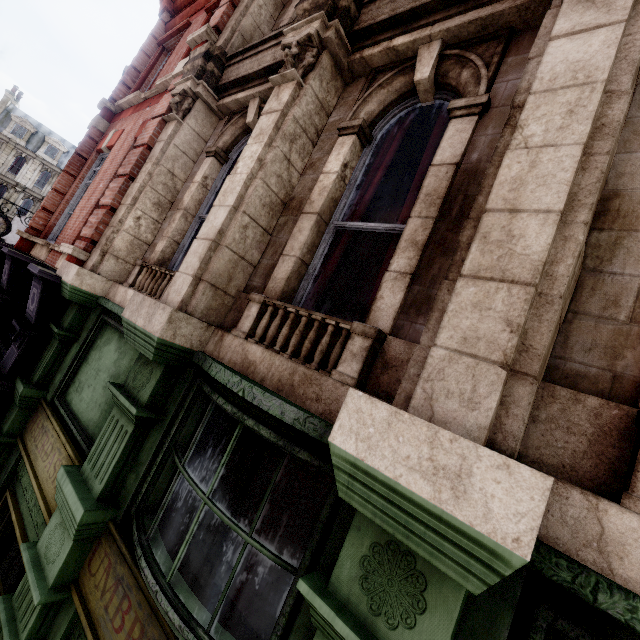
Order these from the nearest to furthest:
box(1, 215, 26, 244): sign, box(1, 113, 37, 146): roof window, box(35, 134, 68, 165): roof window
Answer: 1. box(1, 215, 26, 244): sign
2. box(1, 113, 37, 146): roof window
3. box(35, 134, 68, 165): roof window

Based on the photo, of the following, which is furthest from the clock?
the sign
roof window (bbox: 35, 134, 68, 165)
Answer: roof window (bbox: 35, 134, 68, 165)

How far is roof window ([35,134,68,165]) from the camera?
39.2 meters

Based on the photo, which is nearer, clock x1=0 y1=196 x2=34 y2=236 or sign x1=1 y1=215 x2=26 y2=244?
clock x1=0 y1=196 x2=34 y2=236

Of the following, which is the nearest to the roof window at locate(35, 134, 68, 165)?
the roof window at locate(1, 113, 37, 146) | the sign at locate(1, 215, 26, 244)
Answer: the roof window at locate(1, 113, 37, 146)

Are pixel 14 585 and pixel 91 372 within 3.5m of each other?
yes

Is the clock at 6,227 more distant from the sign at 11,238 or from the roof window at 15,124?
the roof window at 15,124
